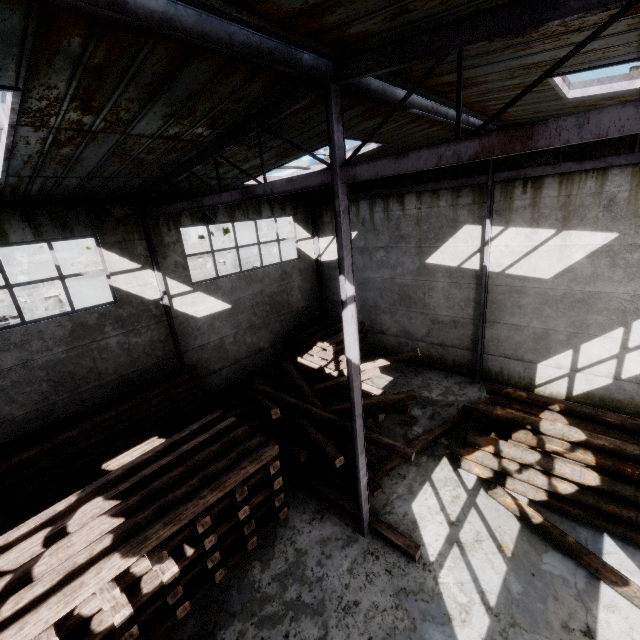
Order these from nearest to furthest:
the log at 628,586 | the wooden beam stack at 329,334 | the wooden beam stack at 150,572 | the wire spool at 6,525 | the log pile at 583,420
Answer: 1. the wooden beam stack at 150,572
2. the log at 628,586
3. the log pile at 583,420
4. the wire spool at 6,525
5. the wooden beam stack at 329,334

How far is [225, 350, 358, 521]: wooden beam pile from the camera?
8.1m

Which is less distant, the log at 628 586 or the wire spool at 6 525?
the log at 628 586

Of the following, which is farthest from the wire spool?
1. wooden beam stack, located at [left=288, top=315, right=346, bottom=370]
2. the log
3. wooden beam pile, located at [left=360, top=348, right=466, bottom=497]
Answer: the log

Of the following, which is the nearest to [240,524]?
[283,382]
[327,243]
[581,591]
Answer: [283,382]

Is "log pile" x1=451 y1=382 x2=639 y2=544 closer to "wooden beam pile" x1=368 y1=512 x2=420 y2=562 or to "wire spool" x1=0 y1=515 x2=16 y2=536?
"wooden beam pile" x1=368 y1=512 x2=420 y2=562

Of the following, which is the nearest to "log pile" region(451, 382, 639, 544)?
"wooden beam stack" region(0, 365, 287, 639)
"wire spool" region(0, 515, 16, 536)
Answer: "wooden beam stack" region(0, 365, 287, 639)

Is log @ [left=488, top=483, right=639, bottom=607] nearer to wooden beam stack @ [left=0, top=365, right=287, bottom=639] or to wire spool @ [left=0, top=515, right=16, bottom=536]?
wooden beam stack @ [left=0, top=365, right=287, bottom=639]
